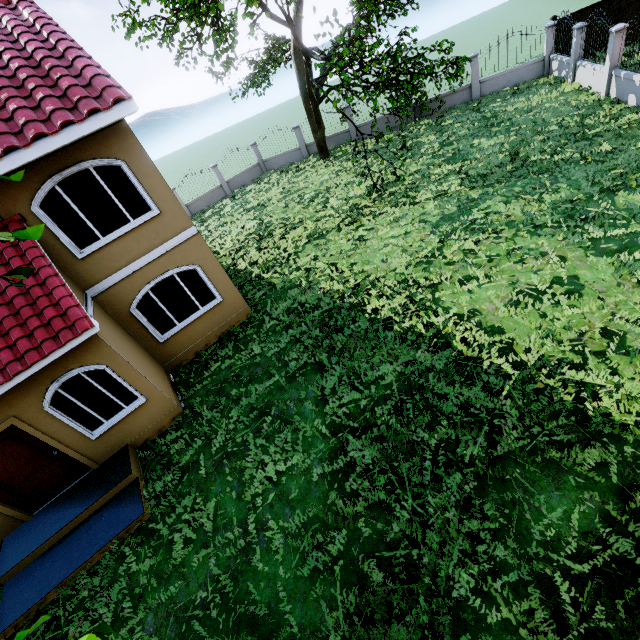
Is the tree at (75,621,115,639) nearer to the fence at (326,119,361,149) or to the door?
the fence at (326,119,361,149)

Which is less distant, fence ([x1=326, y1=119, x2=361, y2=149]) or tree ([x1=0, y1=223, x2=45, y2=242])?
tree ([x1=0, y1=223, x2=45, y2=242])

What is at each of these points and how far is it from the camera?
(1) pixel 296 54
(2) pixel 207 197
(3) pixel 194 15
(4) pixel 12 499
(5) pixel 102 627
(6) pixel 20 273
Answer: (1) tree, 18.4m
(2) fence, 23.8m
(3) tree, 16.9m
(4) door, 7.0m
(5) tree, 1.4m
(6) tree, 1.9m

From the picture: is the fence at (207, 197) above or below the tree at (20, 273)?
below

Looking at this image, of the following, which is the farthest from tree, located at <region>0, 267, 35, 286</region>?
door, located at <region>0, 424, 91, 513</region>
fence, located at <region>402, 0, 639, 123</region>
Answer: door, located at <region>0, 424, 91, 513</region>

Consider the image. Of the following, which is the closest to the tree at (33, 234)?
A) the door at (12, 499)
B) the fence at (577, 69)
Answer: the fence at (577, 69)

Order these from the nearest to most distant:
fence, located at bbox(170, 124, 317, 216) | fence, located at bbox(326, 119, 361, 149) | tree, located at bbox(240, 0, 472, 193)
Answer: tree, located at bbox(240, 0, 472, 193) → fence, located at bbox(326, 119, 361, 149) → fence, located at bbox(170, 124, 317, 216)

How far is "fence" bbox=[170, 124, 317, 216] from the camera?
23.23m
